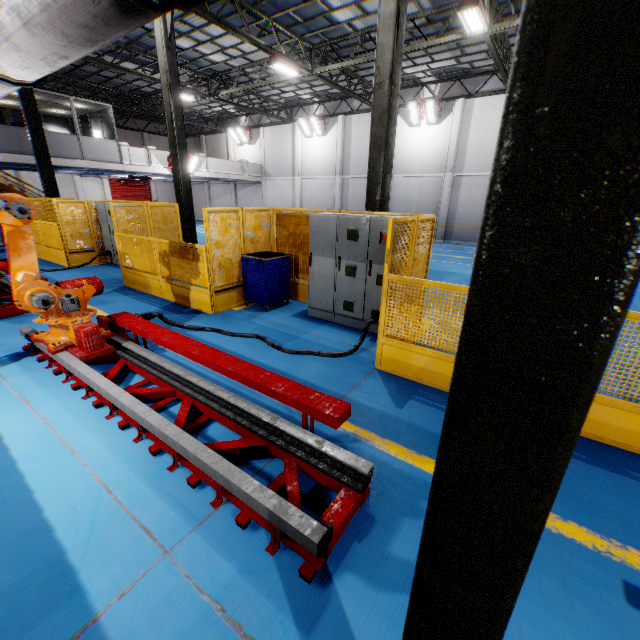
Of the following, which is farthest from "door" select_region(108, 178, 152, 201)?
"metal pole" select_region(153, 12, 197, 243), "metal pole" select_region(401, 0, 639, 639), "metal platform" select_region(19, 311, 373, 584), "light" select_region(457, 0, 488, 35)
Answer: "metal pole" select_region(401, 0, 639, 639)

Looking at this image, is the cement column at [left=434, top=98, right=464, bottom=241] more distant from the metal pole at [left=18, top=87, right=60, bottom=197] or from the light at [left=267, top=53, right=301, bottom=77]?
the metal pole at [left=18, top=87, right=60, bottom=197]

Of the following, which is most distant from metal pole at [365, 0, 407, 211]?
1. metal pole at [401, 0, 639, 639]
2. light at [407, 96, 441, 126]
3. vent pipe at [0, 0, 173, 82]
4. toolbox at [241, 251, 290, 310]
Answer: light at [407, 96, 441, 126]

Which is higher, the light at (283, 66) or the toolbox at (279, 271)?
the light at (283, 66)

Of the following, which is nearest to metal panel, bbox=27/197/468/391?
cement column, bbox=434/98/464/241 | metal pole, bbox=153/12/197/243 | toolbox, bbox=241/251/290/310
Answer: toolbox, bbox=241/251/290/310

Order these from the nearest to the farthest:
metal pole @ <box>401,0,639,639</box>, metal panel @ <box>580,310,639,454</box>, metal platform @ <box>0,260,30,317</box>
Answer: metal pole @ <box>401,0,639,639</box> < metal panel @ <box>580,310,639,454</box> < metal platform @ <box>0,260,30,317</box>

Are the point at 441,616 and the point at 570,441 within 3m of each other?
yes

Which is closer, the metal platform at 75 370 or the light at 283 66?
the metal platform at 75 370
